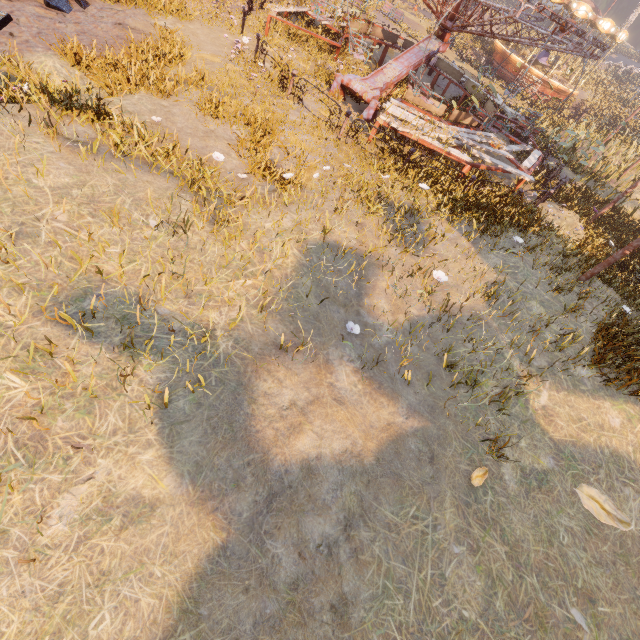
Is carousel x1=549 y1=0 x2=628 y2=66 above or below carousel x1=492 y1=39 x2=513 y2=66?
above

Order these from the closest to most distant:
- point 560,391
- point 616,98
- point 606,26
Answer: point 560,391, point 606,26, point 616,98

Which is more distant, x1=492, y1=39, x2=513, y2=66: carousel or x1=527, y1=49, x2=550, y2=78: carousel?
x1=492, y1=39, x2=513, y2=66: carousel

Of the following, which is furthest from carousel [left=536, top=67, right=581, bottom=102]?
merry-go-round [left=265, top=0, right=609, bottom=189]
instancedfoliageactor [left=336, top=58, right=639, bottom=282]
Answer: instancedfoliageactor [left=336, top=58, right=639, bottom=282]

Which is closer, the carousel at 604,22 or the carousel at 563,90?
the carousel at 604,22

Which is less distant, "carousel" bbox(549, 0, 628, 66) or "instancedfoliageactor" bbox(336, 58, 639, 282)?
"instancedfoliageactor" bbox(336, 58, 639, 282)

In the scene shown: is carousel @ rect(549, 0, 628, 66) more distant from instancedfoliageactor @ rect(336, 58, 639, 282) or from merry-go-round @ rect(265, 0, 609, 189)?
instancedfoliageactor @ rect(336, 58, 639, 282)

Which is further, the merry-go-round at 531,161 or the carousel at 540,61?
the carousel at 540,61
